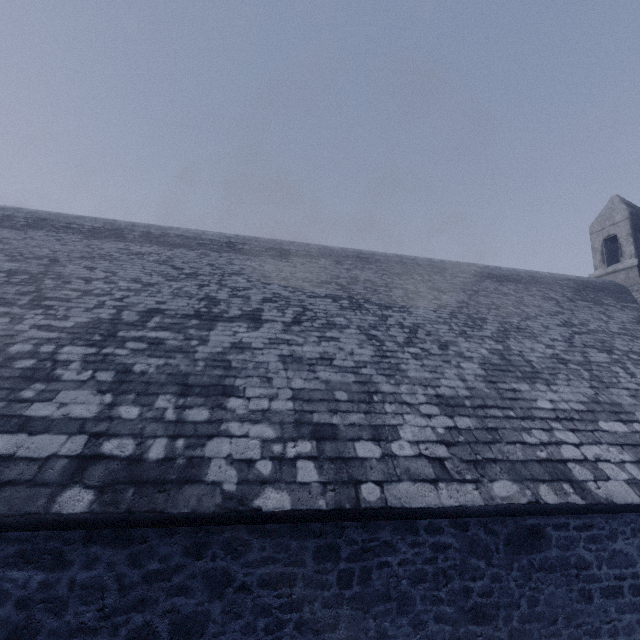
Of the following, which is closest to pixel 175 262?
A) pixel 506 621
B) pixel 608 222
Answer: pixel 506 621
